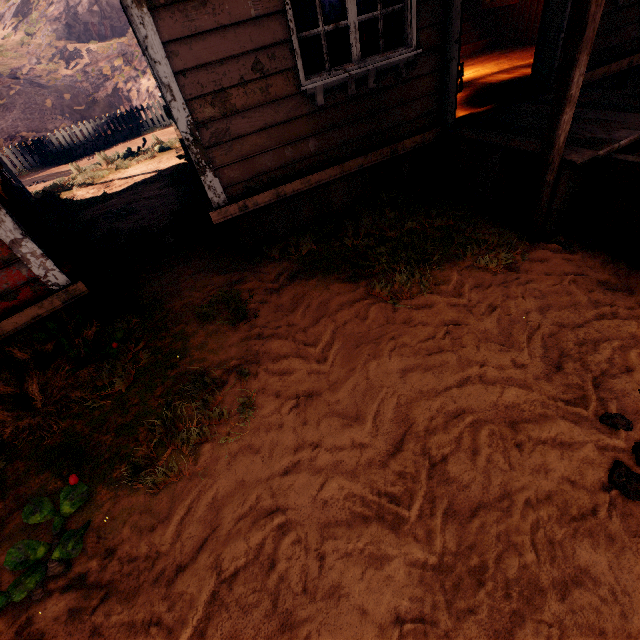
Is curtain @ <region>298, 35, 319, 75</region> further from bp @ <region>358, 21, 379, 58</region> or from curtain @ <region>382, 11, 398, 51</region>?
bp @ <region>358, 21, 379, 58</region>

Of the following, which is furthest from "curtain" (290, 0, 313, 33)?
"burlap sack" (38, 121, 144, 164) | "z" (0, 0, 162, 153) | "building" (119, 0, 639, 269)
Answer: "burlap sack" (38, 121, 144, 164)

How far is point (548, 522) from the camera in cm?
178

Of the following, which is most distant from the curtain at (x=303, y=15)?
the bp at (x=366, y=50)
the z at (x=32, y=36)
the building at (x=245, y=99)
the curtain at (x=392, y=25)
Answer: the z at (x=32, y=36)

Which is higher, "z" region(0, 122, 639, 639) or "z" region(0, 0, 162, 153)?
"z" region(0, 0, 162, 153)

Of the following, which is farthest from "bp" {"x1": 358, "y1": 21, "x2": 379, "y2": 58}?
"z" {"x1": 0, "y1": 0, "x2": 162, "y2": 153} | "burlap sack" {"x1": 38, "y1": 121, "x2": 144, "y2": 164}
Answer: "burlap sack" {"x1": 38, "y1": 121, "x2": 144, "y2": 164}

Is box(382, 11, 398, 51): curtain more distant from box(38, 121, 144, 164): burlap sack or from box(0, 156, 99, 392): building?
box(38, 121, 144, 164): burlap sack

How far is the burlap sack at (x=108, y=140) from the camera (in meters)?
13.09
